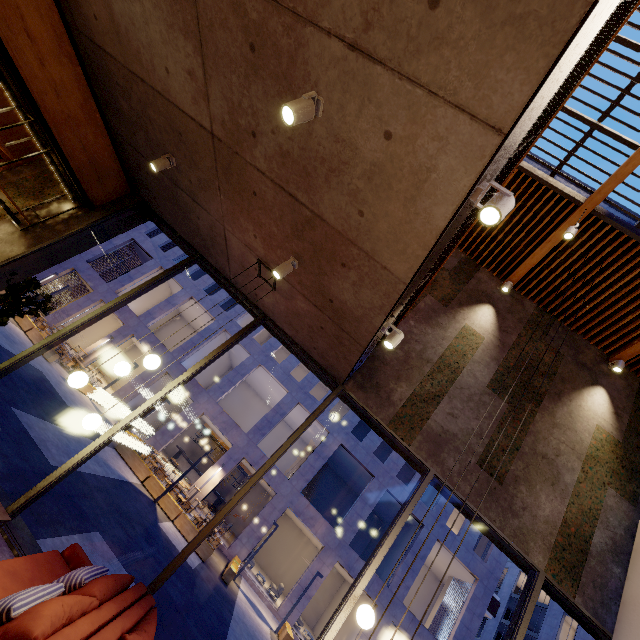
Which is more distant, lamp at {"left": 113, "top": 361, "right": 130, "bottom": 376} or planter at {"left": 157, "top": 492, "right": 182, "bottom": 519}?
planter at {"left": 157, "top": 492, "right": 182, "bottom": 519}

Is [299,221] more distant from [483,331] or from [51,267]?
[51,267]

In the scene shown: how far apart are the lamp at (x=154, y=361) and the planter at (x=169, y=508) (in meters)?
12.07

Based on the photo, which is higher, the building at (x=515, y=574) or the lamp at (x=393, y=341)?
the building at (x=515, y=574)

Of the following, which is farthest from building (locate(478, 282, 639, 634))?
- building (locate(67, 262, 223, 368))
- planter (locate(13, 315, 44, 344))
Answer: building (locate(67, 262, 223, 368))

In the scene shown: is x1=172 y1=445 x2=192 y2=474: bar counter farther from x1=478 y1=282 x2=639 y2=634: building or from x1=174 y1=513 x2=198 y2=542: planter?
x1=478 y1=282 x2=639 y2=634: building

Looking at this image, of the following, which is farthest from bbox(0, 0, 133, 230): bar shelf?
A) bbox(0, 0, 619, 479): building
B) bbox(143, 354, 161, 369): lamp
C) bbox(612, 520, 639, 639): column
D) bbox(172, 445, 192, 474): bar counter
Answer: bbox(172, 445, 192, 474): bar counter

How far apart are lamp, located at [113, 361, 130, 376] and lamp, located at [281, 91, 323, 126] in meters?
2.5 m
